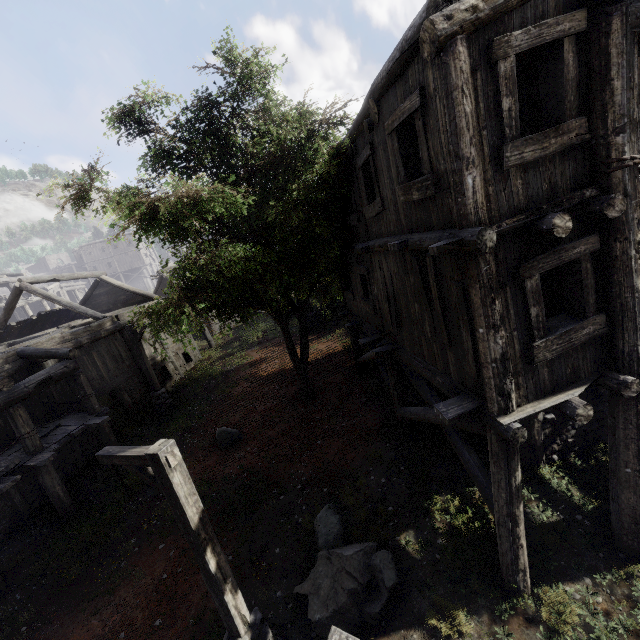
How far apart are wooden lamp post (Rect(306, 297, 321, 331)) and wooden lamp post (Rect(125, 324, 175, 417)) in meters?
8.3

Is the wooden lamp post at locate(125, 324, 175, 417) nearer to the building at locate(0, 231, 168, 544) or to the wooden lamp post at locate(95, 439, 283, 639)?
the building at locate(0, 231, 168, 544)

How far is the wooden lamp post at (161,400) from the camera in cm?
1536

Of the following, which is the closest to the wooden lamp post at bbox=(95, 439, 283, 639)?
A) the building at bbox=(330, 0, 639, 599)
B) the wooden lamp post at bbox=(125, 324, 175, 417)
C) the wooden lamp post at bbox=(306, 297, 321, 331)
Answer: the building at bbox=(330, 0, 639, 599)

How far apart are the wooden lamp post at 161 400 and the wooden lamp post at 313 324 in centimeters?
832cm

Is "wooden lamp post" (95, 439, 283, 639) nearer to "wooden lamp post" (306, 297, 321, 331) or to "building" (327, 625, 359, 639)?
"building" (327, 625, 359, 639)

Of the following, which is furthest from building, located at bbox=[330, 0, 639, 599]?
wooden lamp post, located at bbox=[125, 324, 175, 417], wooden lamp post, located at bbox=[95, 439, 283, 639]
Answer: wooden lamp post, located at bbox=[95, 439, 283, 639]

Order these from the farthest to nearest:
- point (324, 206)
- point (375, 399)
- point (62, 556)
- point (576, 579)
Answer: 1. point (324, 206)
2. point (375, 399)
3. point (62, 556)
4. point (576, 579)
